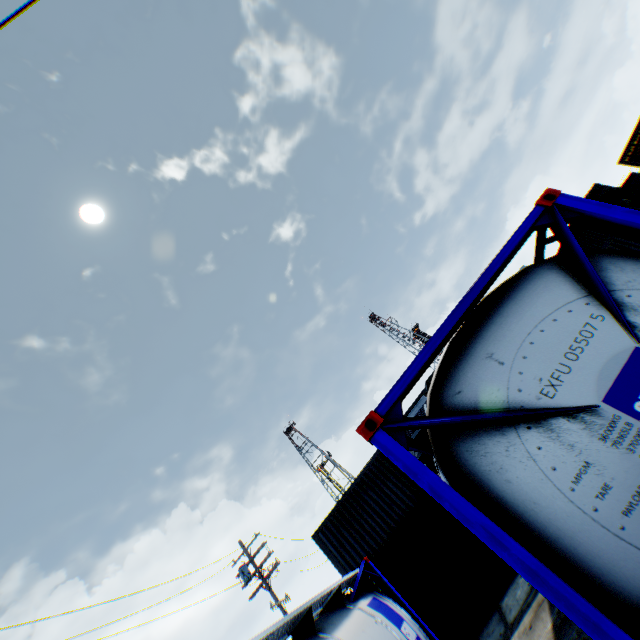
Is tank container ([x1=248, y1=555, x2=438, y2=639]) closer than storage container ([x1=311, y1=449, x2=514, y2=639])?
Yes

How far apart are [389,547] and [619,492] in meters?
10.7

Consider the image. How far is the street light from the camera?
16.98m

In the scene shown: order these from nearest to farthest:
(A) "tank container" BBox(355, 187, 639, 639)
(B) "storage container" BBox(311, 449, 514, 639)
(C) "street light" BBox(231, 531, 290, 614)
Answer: (A) "tank container" BBox(355, 187, 639, 639) → (B) "storage container" BBox(311, 449, 514, 639) → (C) "street light" BBox(231, 531, 290, 614)

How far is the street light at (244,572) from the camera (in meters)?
16.98

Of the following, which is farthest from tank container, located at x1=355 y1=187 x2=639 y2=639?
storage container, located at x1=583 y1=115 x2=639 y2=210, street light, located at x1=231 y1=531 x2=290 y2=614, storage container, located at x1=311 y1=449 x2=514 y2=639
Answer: storage container, located at x1=583 y1=115 x2=639 y2=210

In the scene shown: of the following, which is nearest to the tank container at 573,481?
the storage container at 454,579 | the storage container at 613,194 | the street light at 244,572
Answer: the storage container at 454,579

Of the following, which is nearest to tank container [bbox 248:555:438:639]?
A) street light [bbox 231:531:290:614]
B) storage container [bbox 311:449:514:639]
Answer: storage container [bbox 311:449:514:639]
